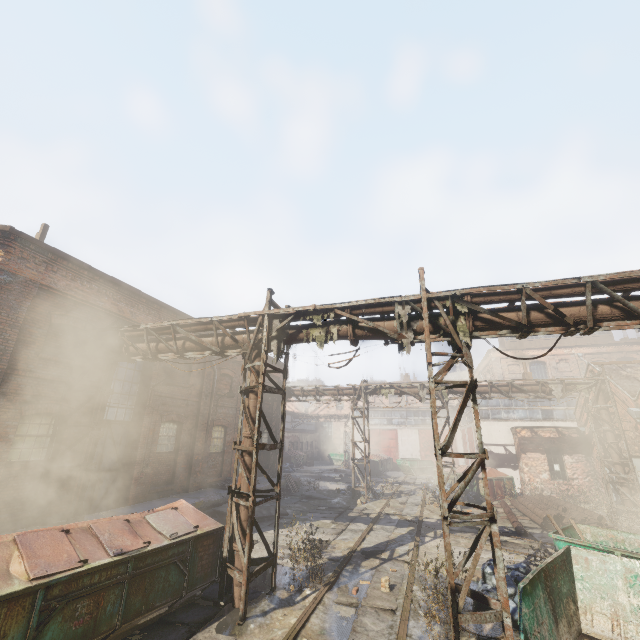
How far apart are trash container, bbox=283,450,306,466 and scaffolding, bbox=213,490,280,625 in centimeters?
2785cm

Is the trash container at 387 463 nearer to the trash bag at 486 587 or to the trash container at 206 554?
the trash bag at 486 587

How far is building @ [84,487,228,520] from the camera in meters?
10.1 m

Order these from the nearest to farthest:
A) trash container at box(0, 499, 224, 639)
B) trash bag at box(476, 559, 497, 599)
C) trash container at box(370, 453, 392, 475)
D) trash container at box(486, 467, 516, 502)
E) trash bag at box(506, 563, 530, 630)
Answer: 1. trash container at box(0, 499, 224, 639)
2. trash bag at box(506, 563, 530, 630)
3. trash bag at box(476, 559, 497, 599)
4. trash container at box(486, 467, 516, 502)
5. trash container at box(370, 453, 392, 475)

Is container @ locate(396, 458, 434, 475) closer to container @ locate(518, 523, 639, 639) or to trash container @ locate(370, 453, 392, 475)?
trash container @ locate(370, 453, 392, 475)

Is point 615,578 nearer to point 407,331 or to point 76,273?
point 407,331

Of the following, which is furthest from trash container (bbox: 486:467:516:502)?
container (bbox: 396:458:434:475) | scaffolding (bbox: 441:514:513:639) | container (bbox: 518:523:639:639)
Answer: scaffolding (bbox: 441:514:513:639)

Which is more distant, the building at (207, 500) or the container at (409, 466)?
the container at (409, 466)
